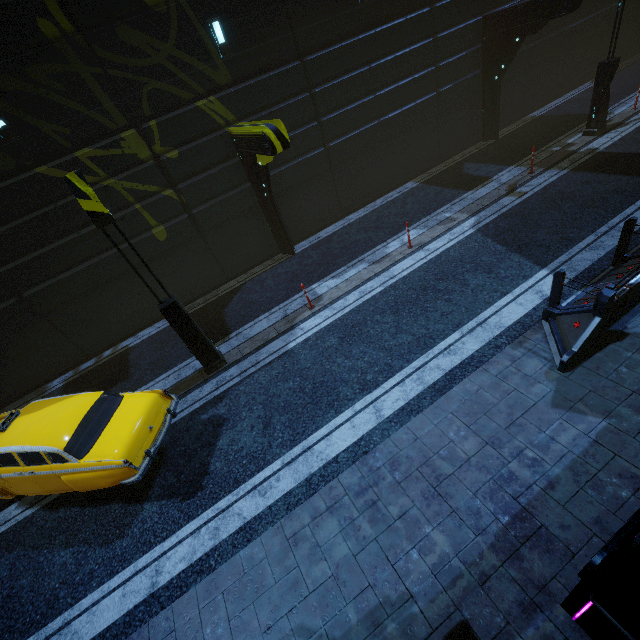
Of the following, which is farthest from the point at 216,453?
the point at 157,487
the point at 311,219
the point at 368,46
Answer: the point at 368,46

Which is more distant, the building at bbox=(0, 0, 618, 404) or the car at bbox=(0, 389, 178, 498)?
the building at bbox=(0, 0, 618, 404)

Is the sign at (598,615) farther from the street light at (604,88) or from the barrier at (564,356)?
the street light at (604,88)

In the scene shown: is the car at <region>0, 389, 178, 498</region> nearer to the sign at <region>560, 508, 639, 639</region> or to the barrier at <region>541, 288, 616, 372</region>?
the barrier at <region>541, 288, 616, 372</region>

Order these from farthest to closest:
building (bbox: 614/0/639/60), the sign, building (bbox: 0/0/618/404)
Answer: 1. building (bbox: 614/0/639/60)
2. building (bbox: 0/0/618/404)
3. the sign

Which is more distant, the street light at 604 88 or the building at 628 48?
the building at 628 48

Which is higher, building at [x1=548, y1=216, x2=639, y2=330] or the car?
the car

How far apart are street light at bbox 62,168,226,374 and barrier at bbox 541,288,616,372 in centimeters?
795cm
